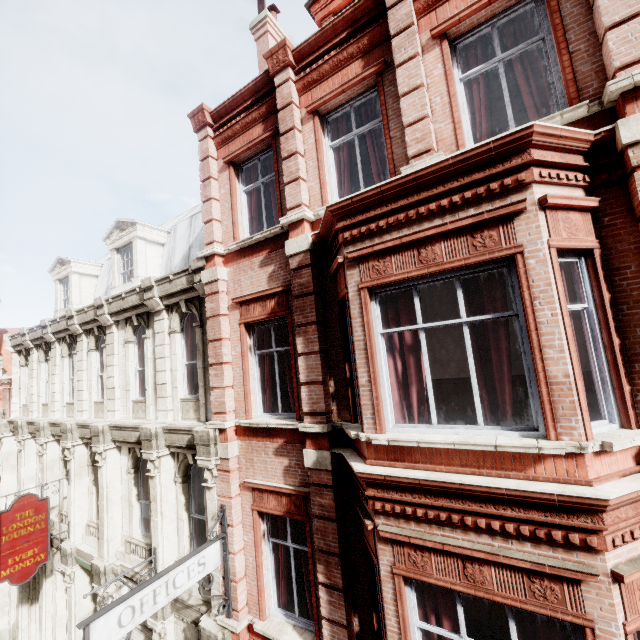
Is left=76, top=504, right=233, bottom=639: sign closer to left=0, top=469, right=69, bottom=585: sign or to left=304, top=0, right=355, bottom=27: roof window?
left=0, top=469, right=69, bottom=585: sign

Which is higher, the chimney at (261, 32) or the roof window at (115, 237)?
the chimney at (261, 32)

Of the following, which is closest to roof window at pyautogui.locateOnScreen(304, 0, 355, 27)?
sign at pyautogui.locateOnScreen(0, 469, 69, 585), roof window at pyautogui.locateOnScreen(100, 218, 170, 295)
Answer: roof window at pyautogui.locateOnScreen(100, 218, 170, 295)

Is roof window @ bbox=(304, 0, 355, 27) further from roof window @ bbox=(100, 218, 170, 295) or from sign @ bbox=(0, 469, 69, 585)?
sign @ bbox=(0, 469, 69, 585)

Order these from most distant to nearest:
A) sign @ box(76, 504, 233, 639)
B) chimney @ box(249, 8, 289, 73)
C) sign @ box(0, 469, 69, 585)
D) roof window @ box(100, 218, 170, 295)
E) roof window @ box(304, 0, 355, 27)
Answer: roof window @ box(100, 218, 170, 295)
chimney @ box(249, 8, 289, 73)
sign @ box(0, 469, 69, 585)
roof window @ box(304, 0, 355, 27)
sign @ box(76, 504, 233, 639)

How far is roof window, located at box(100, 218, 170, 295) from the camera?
11.59m

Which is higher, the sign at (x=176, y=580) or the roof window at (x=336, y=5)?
the roof window at (x=336, y=5)

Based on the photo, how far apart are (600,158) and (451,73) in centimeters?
260cm
